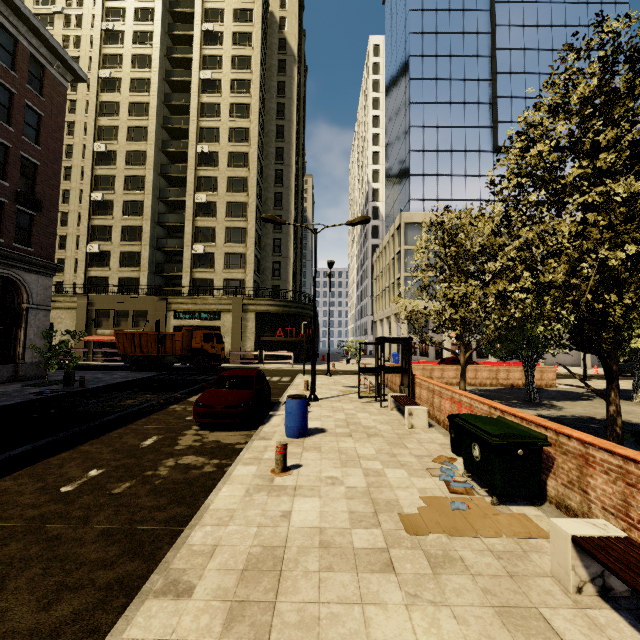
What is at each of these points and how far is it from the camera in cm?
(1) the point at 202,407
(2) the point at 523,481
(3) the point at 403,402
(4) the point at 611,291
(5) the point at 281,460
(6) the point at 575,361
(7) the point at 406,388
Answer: (1) car, 905
(2) dumpster, 491
(3) bench, 1037
(4) tree, 572
(5) metal bar, 606
(6) building, 3906
(7) phone booth, 1256

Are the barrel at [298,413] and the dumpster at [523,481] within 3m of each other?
no

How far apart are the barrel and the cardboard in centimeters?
372cm

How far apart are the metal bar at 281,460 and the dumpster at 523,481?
3.19m

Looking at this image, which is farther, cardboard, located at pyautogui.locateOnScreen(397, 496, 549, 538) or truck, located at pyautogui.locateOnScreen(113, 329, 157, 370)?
truck, located at pyautogui.locateOnScreen(113, 329, 157, 370)

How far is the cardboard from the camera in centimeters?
421cm

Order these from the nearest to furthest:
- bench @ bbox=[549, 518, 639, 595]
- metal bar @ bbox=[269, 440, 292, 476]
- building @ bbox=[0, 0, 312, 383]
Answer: bench @ bbox=[549, 518, 639, 595], metal bar @ bbox=[269, 440, 292, 476], building @ bbox=[0, 0, 312, 383]

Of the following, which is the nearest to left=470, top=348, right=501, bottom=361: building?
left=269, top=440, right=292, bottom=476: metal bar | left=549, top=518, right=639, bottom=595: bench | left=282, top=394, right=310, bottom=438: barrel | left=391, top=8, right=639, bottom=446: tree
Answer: left=391, top=8, right=639, bottom=446: tree
